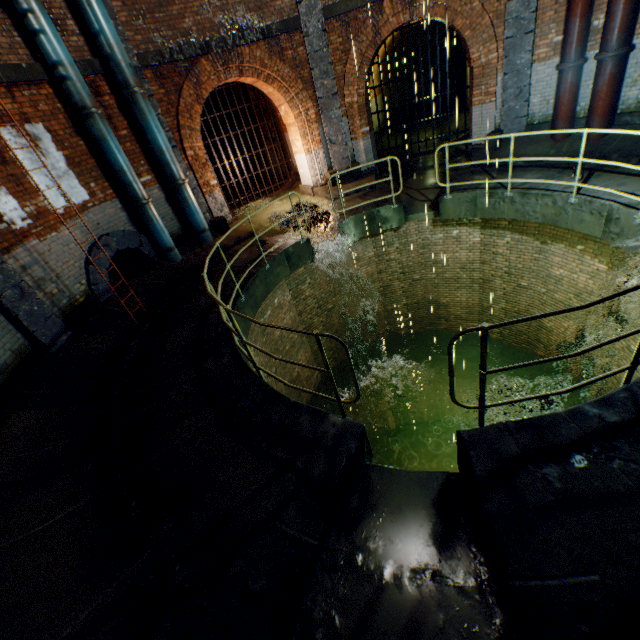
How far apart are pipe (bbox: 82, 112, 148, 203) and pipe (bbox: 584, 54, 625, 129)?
11.2 meters

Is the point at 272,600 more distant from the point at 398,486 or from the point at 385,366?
the point at 385,366

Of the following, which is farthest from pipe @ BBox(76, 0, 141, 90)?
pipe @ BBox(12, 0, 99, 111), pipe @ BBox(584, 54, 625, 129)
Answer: pipe @ BBox(584, 54, 625, 129)

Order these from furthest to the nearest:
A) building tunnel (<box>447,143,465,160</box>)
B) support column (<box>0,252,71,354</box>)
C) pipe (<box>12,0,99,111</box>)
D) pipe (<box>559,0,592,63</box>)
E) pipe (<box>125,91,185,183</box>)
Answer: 1. building tunnel (<box>447,143,465,160</box>)
2. pipe (<box>125,91,185,183</box>)
3. pipe (<box>559,0,592,63</box>)
4. pipe (<box>12,0,99,111</box>)
5. support column (<box>0,252,71,354</box>)

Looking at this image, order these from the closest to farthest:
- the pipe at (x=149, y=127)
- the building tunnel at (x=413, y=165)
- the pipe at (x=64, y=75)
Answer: the pipe at (x=64, y=75) → the pipe at (x=149, y=127) → the building tunnel at (x=413, y=165)

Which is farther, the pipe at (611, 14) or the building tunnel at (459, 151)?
the building tunnel at (459, 151)

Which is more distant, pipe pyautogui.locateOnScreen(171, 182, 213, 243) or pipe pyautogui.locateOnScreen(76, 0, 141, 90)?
pipe pyautogui.locateOnScreen(171, 182, 213, 243)

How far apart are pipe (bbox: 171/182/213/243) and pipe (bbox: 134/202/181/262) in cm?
78
